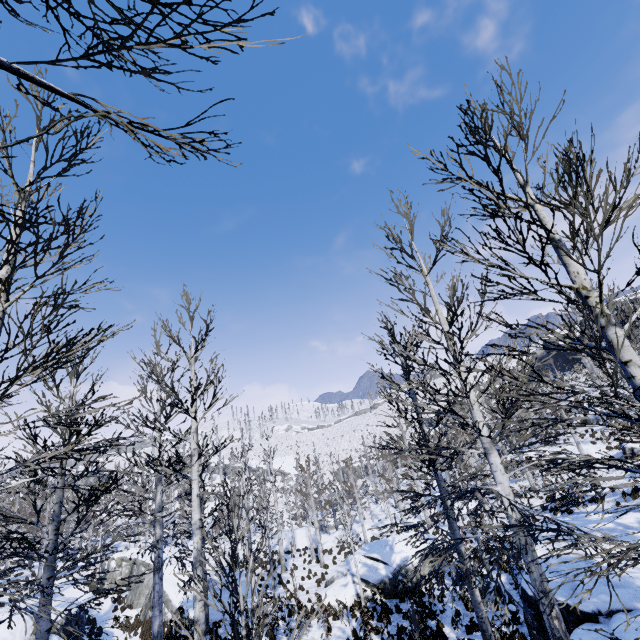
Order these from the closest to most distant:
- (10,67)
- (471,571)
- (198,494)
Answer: (10,67) → (198,494) → (471,571)

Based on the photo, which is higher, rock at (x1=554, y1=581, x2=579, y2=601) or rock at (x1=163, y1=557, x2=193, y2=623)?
rock at (x1=554, y1=581, x2=579, y2=601)

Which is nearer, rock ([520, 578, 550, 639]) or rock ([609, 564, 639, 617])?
rock ([609, 564, 639, 617])

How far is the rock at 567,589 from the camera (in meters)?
8.50

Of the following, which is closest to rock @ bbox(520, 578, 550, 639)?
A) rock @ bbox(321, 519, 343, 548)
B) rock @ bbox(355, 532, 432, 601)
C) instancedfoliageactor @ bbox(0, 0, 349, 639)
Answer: instancedfoliageactor @ bbox(0, 0, 349, 639)

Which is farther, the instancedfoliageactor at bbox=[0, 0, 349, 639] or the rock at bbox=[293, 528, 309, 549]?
the rock at bbox=[293, 528, 309, 549]

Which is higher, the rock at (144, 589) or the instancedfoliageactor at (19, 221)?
the instancedfoliageactor at (19, 221)

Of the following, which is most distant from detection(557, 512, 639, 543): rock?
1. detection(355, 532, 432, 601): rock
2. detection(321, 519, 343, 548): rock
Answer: detection(321, 519, 343, 548): rock
